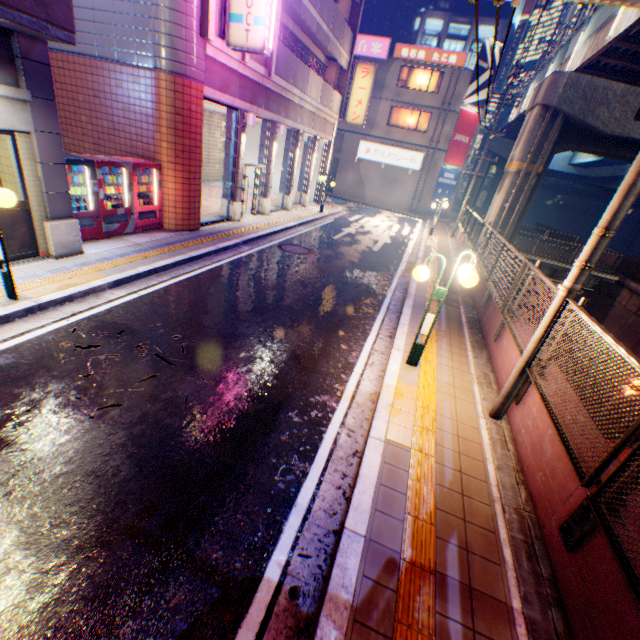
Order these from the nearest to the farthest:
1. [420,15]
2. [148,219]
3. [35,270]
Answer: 1. [35,270]
2. [148,219]
3. [420,15]

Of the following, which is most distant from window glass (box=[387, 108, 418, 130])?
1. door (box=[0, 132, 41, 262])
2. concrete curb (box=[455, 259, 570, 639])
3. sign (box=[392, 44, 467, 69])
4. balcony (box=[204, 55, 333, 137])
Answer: door (box=[0, 132, 41, 262])

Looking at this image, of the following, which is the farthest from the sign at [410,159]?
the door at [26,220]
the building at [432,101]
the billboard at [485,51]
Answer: the door at [26,220]

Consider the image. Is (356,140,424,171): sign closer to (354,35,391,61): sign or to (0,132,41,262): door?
(354,35,391,61): sign

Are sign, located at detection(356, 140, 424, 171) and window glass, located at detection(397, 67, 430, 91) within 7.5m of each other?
yes

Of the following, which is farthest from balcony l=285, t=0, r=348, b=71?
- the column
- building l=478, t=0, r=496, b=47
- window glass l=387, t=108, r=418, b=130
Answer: building l=478, t=0, r=496, b=47

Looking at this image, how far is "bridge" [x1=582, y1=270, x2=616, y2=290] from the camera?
20.8 meters

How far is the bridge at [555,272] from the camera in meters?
21.4
